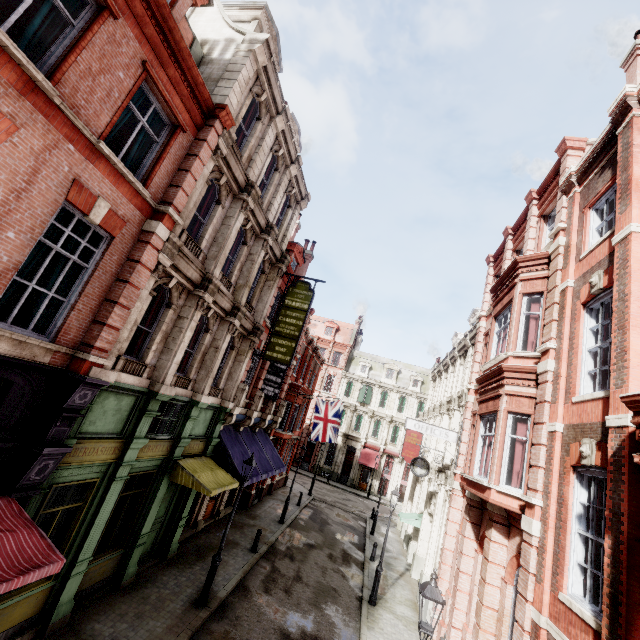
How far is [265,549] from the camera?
15.8 meters

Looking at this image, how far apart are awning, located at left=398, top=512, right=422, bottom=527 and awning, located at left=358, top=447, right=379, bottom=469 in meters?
18.9

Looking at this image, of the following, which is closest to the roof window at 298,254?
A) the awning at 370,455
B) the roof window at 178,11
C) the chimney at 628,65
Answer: the roof window at 178,11

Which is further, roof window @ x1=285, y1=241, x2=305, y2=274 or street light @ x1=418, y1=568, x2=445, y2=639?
roof window @ x1=285, y1=241, x2=305, y2=274

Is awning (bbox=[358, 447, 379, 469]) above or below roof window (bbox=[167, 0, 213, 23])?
below

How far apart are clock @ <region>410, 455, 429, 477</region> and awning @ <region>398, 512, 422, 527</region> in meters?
4.1 m

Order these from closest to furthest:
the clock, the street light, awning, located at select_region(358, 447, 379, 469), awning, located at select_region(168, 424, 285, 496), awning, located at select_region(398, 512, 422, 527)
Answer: the street light, awning, located at select_region(168, 424, 285, 496), the clock, awning, located at select_region(398, 512, 422, 527), awning, located at select_region(358, 447, 379, 469)

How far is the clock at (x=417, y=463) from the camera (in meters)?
17.38
